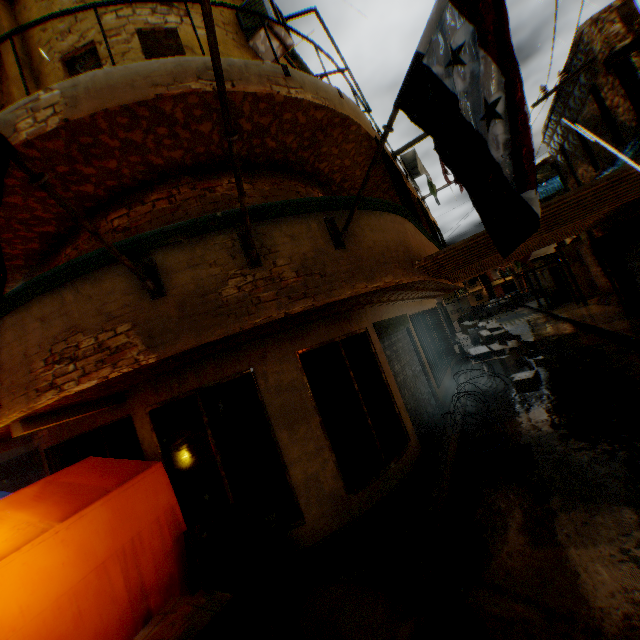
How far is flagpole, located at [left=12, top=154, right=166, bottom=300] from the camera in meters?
2.2 m

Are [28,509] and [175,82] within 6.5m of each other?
yes

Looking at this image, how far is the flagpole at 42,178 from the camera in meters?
2.2

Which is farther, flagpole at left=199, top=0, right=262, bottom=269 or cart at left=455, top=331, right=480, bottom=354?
cart at left=455, top=331, right=480, bottom=354

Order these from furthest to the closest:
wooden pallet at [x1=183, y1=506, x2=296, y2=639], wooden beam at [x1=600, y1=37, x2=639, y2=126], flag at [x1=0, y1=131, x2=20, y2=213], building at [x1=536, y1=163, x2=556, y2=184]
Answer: building at [x1=536, y1=163, x2=556, y2=184] < wooden beam at [x1=600, y1=37, x2=639, y2=126] < wooden pallet at [x1=183, y1=506, x2=296, y2=639] < flag at [x1=0, y1=131, x2=20, y2=213]

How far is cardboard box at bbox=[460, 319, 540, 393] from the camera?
9.0m

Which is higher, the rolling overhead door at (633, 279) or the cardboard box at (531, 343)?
the rolling overhead door at (633, 279)

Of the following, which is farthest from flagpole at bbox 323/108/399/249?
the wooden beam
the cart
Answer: the cart
